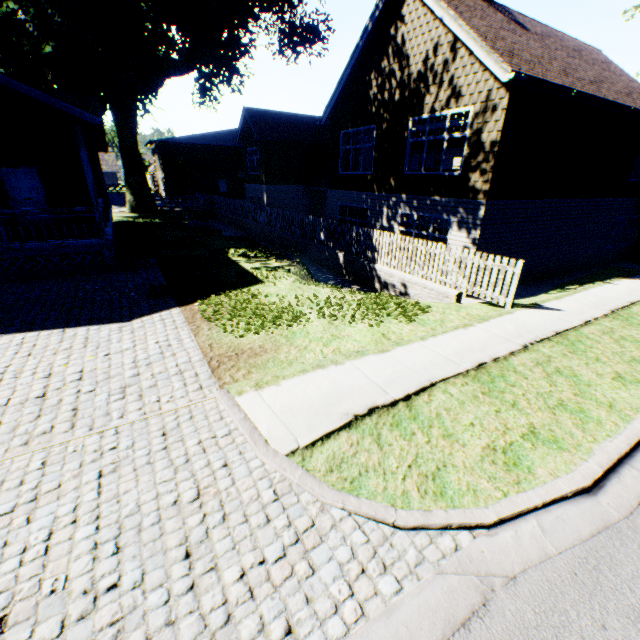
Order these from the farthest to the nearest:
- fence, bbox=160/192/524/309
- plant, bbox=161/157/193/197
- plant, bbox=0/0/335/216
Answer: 1. plant, bbox=161/157/193/197
2. plant, bbox=0/0/335/216
3. fence, bbox=160/192/524/309

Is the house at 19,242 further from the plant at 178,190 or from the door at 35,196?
the plant at 178,190

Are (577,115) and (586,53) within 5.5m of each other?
no

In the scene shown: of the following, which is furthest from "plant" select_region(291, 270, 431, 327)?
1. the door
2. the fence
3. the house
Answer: the door

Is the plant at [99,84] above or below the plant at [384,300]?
above

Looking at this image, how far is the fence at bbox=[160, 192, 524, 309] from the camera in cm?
852

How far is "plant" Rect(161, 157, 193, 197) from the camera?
38.61m

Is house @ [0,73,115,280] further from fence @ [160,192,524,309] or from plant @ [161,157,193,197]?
plant @ [161,157,193,197]
